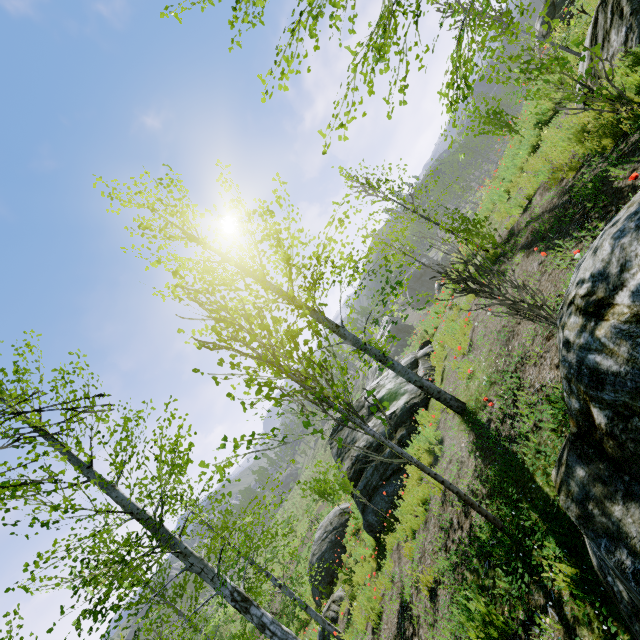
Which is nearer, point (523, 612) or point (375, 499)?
point (523, 612)

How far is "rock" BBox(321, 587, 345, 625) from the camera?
10.4 meters

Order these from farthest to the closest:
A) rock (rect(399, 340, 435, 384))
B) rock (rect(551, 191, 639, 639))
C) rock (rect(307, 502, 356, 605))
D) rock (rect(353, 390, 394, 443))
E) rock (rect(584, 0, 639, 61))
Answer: rock (rect(307, 502, 356, 605))
rock (rect(399, 340, 435, 384))
rock (rect(353, 390, 394, 443))
rock (rect(584, 0, 639, 61))
rock (rect(551, 191, 639, 639))

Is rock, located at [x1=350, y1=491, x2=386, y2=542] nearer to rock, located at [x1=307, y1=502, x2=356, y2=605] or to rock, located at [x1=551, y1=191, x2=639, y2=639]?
rock, located at [x1=307, y1=502, x2=356, y2=605]

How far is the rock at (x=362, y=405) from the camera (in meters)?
10.36

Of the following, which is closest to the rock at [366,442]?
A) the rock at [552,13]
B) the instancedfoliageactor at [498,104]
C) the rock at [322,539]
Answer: the rock at [322,539]

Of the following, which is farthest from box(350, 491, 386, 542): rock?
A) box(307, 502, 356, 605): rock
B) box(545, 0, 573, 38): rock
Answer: box(545, 0, 573, 38): rock

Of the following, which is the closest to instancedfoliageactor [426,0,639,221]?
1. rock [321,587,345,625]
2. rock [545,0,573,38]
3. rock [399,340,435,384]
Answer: rock [545,0,573,38]
